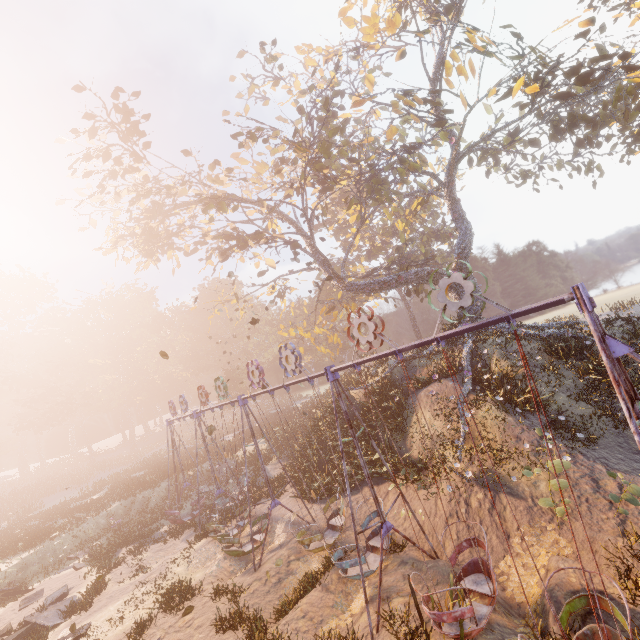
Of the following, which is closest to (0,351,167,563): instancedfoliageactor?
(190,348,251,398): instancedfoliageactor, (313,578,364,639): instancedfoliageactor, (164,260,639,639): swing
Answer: (164,260,639,639): swing

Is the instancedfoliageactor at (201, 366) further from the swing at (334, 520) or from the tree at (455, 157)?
the swing at (334, 520)

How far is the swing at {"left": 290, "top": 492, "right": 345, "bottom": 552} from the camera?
11.3 meters

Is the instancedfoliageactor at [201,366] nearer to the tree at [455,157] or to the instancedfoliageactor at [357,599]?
the tree at [455,157]

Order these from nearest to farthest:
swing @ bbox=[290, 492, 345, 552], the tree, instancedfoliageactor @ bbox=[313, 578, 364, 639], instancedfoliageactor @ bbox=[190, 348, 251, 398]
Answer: instancedfoliageactor @ bbox=[313, 578, 364, 639], swing @ bbox=[290, 492, 345, 552], the tree, instancedfoliageactor @ bbox=[190, 348, 251, 398]

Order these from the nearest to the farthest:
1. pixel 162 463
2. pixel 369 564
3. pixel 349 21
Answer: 1. pixel 369 564
2. pixel 349 21
3. pixel 162 463

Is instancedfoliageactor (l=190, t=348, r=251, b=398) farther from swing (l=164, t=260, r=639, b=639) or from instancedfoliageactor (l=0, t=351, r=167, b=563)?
swing (l=164, t=260, r=639, b=639)

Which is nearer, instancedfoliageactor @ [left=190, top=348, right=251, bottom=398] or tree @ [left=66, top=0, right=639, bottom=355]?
tree @ [left=66, top=0, right=639, bottom=355]
